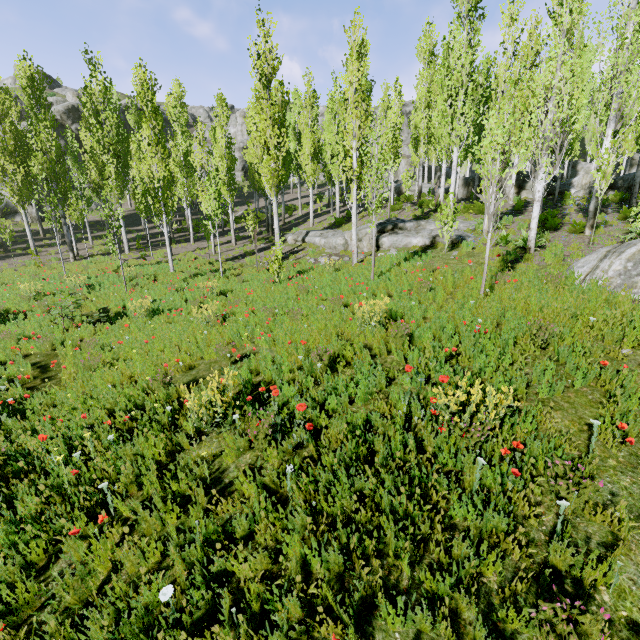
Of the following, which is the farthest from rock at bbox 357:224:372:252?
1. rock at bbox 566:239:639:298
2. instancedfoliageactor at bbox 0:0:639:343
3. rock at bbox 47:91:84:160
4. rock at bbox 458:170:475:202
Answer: rock at bbox 47:91:84:160

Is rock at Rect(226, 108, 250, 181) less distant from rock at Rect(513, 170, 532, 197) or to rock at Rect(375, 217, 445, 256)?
rock at Rect(513, 170, 532, 197)

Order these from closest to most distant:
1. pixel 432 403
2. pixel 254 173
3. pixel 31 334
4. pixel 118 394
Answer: pixel 432 403 → pixel 118 394 → pixel 31 334 → pixel 254 173

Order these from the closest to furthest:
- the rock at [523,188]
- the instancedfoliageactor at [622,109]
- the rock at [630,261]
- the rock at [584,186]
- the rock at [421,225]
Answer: the rock at [630,261]
the instancedfoliageactor at [622,109]
the rock at [421,225]
the rock at [584,186]
the rock at [523,188]

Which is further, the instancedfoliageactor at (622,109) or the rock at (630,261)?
the instancedfoliageactor at (622,109)

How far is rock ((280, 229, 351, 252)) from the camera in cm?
1653

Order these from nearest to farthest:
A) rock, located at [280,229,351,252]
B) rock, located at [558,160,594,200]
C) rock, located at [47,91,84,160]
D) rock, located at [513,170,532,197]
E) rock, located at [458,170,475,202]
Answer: rock, located at [280,229,351,252] → rock, located at [558,160,594,200] → rock, located at [513,170,532,197] → rock, located at [458,170,475,202] → rock, located at [47,91,84,160]
